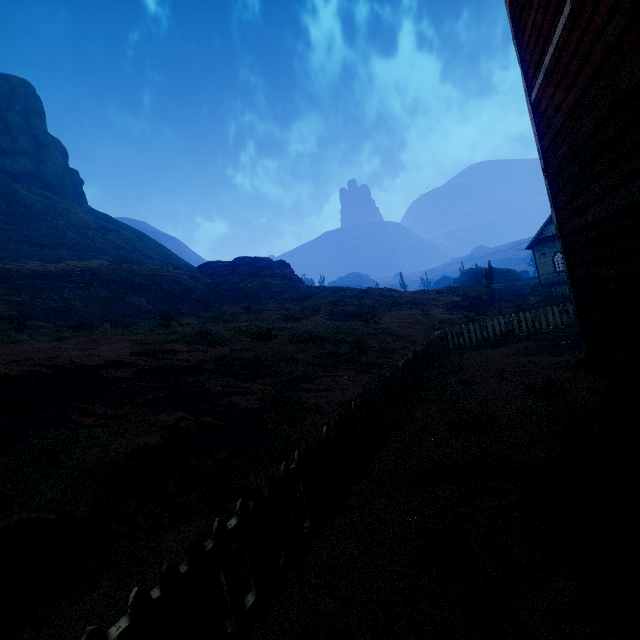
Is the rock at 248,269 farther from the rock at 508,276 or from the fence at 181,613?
the rock at 508,276

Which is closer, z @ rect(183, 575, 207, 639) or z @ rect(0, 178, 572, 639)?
z @ rect(183, 575, 207, 639)

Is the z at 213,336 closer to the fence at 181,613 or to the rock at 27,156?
the fence at 181,613

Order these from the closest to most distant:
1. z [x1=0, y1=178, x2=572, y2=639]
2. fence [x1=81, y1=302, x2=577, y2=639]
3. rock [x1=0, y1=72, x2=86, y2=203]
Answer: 1. fence [x1=81, y1=302, x2=577, y2=639]
2. z [x1=0, y1=178, x2=572, y2=639]
3. rock [x1=0, y1=72, x2=86, y2=203]

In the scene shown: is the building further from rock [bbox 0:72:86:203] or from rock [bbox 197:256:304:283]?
rock [bbox 0:72:86:203]

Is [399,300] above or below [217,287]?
below

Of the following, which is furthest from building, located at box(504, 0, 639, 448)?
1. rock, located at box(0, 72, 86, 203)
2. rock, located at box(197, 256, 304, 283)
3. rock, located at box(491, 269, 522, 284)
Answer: rock, located at box(0, 72, 86, 203)

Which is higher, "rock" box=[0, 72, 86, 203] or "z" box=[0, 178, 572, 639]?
"rock" box=[0, 72, 86, 203]
